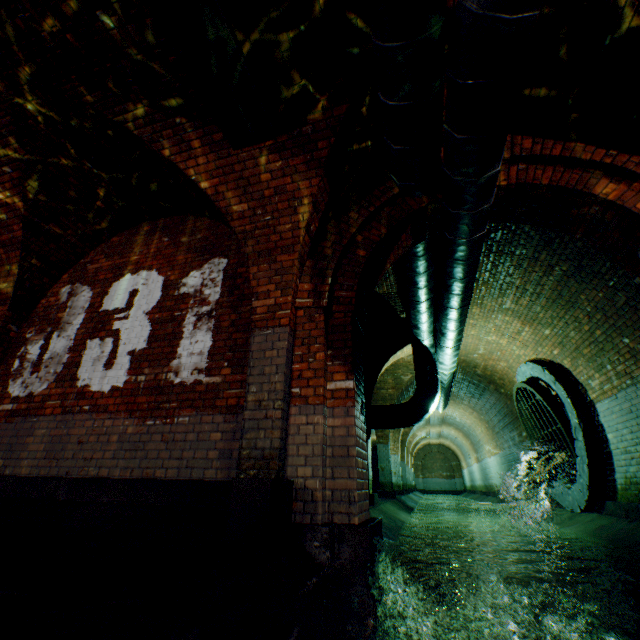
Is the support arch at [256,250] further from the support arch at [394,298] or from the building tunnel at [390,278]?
the support arch at [394,298]

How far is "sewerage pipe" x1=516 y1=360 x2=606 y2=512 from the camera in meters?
6.2 m

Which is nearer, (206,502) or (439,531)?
(206,502)

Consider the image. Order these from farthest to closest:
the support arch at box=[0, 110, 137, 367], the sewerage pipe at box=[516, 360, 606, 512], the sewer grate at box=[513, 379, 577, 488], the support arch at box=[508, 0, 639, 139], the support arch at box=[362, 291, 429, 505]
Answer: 1. the support arch at box=[362, 291, 429, 505]
2. the sewer grate at box=[513, 379, 577, 488]
3. the sewerage pipe at box=[516, 360, 606, 512]
4. the support arch at box=[0, 110, 137, 367]
5. the support arch at box=[508, 0, 639, 139]

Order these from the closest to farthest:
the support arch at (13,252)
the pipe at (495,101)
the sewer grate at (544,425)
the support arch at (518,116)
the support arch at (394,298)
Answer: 1. the pipe at (495,101)
2. the support arch at (518,116)
3. the support arch at (13,252)
4. the sewer grate at (544,425)
5. the support arch at (394,298)

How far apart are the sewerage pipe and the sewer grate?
0.0m

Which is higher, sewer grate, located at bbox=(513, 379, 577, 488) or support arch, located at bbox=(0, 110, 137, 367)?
support arch, located at bbox=(0, 110, 137, 367)

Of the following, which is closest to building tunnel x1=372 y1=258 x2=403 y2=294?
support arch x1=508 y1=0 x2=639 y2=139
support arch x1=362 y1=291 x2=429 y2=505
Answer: support arch x1=362 y1=291 x2=429 y2=505
